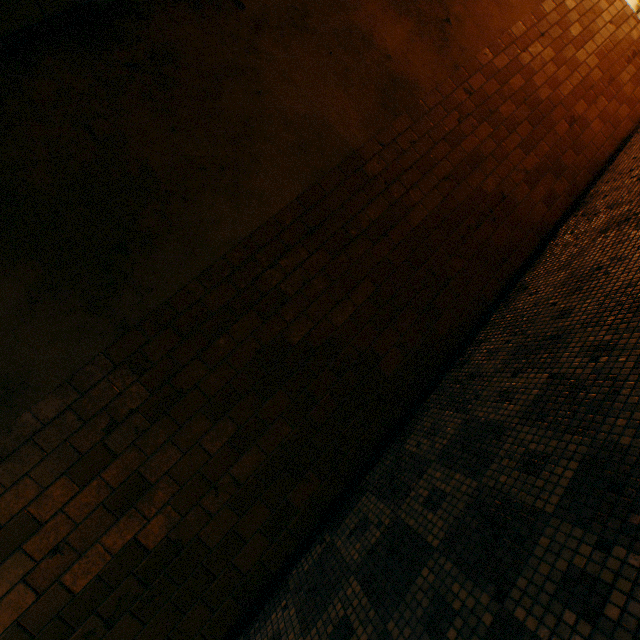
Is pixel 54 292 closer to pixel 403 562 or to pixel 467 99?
pixel 403 562
